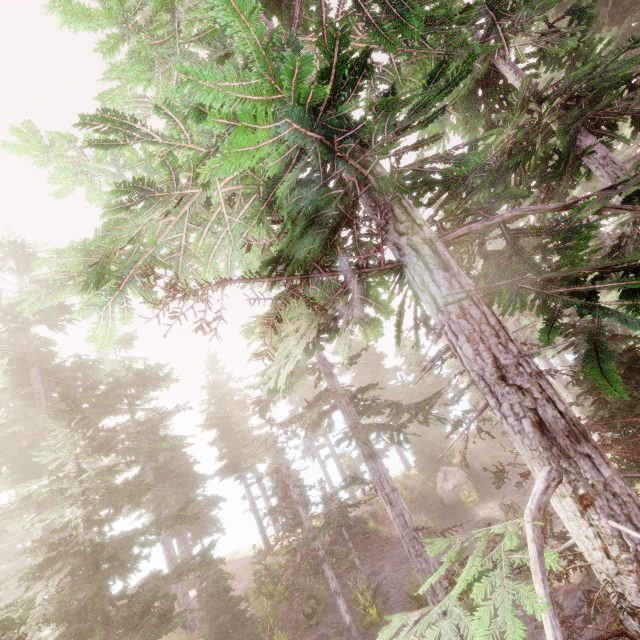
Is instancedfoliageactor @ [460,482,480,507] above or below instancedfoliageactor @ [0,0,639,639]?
below

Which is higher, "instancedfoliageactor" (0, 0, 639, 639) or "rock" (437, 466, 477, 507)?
"instancedfoliageactor" (0, 0, 639, 639)

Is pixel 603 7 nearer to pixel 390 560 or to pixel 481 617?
pixel 481 617

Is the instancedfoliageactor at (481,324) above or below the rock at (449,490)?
above

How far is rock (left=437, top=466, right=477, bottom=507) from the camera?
23.0m

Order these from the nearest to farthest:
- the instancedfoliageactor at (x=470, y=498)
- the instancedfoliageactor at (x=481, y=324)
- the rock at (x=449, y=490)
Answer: the instancedfoliageactor at (x=481, y=324) → the instancedfoliageactor at (x=470, y=498) → the rock at (x=449, y=490)

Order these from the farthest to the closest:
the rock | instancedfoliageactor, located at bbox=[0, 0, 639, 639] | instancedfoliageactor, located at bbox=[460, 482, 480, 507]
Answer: the rock → instancedfoliageactor, located at bbox=[460, 482, 480, 507] → instancedfoliageactor, located at bbox=[0, 0, 639, 639]
